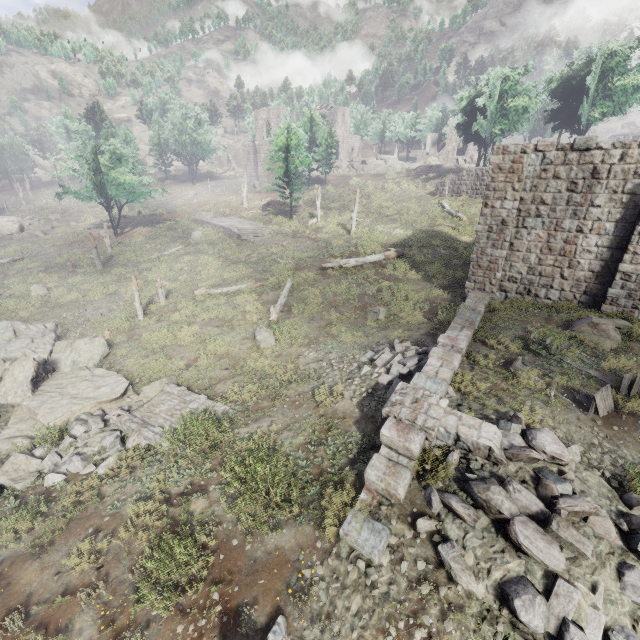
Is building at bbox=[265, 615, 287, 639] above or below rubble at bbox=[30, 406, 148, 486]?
above

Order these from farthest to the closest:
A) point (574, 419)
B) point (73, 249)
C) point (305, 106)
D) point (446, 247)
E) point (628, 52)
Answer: point (305, 106)
point (73, 249)
point (628, 52)
point (446, 247)
point (574, 419)

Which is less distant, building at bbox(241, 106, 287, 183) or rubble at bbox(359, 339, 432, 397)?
rubble at bbox(359, 339, 432, 397)

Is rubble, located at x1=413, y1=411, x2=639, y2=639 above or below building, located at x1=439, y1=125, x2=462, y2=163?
below

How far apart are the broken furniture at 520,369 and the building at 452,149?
60.7 meters

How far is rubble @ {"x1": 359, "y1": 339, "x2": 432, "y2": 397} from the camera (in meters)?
9.98

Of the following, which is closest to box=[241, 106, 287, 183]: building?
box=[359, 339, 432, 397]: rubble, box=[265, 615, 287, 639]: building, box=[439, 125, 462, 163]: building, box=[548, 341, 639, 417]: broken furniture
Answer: box=[439, 125, 462, 163]: building

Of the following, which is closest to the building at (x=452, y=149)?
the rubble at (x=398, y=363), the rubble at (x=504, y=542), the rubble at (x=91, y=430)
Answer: the rubble at (x=398, y=363)
